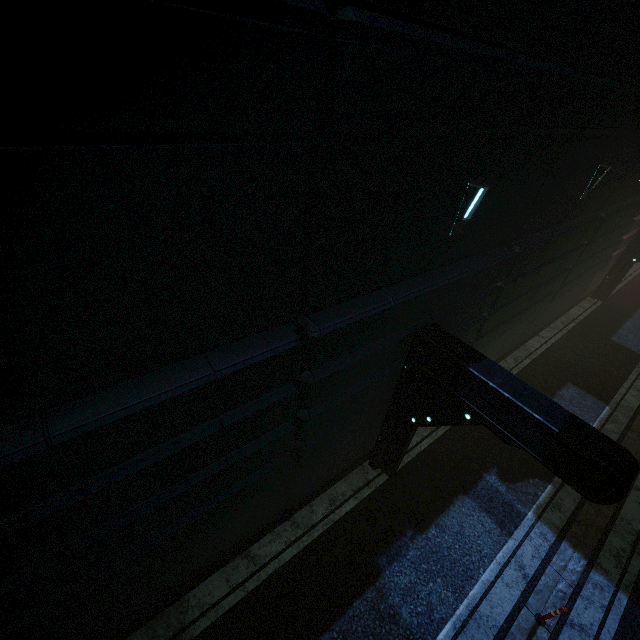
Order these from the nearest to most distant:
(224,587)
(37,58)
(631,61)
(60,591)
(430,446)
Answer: (37,58)
(60,591)
(631,61)
(224,587)
(430,446)
